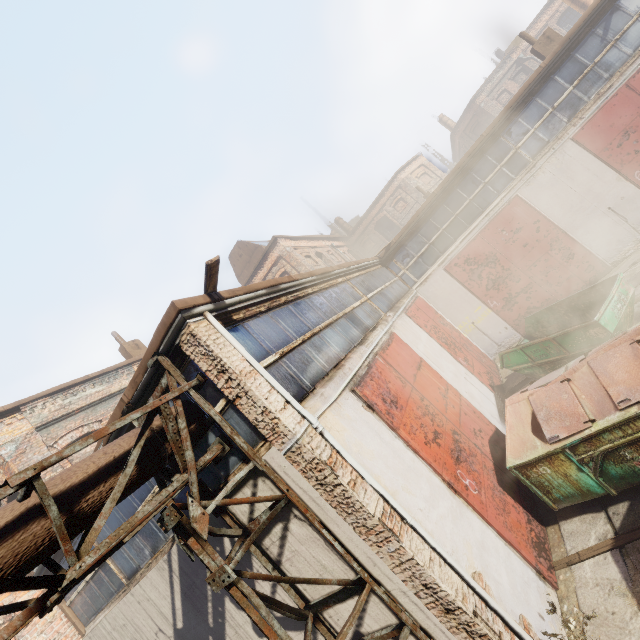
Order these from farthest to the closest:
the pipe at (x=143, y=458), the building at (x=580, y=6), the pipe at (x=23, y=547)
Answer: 1. the building at (x=580, y=6)
2. the pipe at (x=143, y=458)
3. the pipe at (x=23, y=547)

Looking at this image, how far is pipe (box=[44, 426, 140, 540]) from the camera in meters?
3.1 m

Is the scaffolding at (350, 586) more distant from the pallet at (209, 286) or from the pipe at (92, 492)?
the pallet at (209, 286)

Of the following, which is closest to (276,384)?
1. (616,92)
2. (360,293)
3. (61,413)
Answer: (360,293)

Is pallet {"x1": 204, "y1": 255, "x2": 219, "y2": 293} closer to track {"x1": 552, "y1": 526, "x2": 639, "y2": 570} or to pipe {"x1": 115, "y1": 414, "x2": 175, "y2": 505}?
pipe {"x1": 115, "y1": 414, "x2": 175, "y2": 505}

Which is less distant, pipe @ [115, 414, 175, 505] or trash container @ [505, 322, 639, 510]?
pipe @ [115, 414, 175, 505]

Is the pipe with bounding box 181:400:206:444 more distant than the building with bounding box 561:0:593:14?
No

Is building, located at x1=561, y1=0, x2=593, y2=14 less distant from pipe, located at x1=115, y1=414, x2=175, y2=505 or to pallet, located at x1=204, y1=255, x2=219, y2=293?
pallet, located at x1=204, y1=255, x2=219, y2=293
